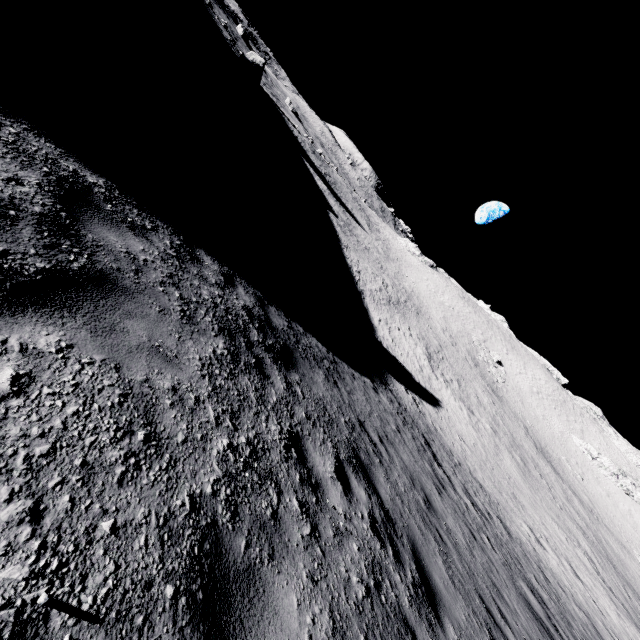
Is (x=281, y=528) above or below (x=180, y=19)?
above
